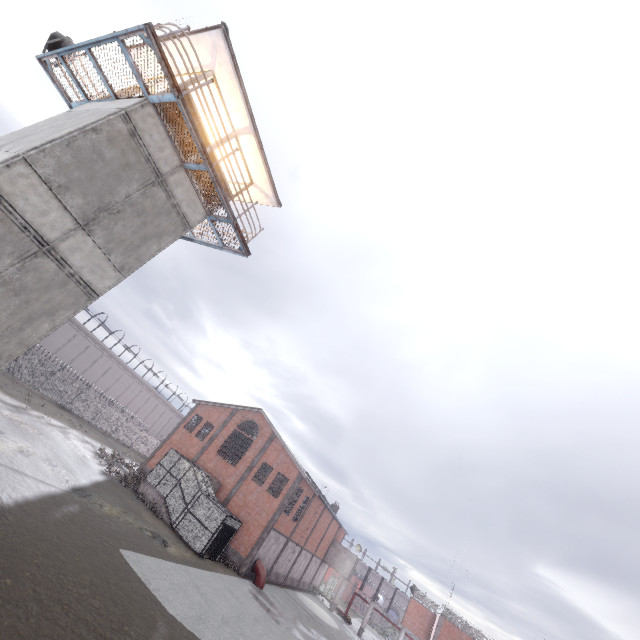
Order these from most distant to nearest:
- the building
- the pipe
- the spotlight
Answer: the pipe < the spotlight < the building

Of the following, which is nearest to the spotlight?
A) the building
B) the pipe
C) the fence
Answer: the building

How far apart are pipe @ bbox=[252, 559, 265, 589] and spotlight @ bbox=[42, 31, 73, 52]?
34.7 meters

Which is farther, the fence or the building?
the fence

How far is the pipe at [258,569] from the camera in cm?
2684

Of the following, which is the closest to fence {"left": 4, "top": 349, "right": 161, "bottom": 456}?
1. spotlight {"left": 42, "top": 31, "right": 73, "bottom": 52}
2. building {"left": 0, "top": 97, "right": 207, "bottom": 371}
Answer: building {"left": 0, "top": 97, "right": 207, "bottom": 371}

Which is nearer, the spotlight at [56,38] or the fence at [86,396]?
the spotlight at [56,38]

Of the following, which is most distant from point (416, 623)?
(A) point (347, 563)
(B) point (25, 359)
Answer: (B) point (25, 359)
